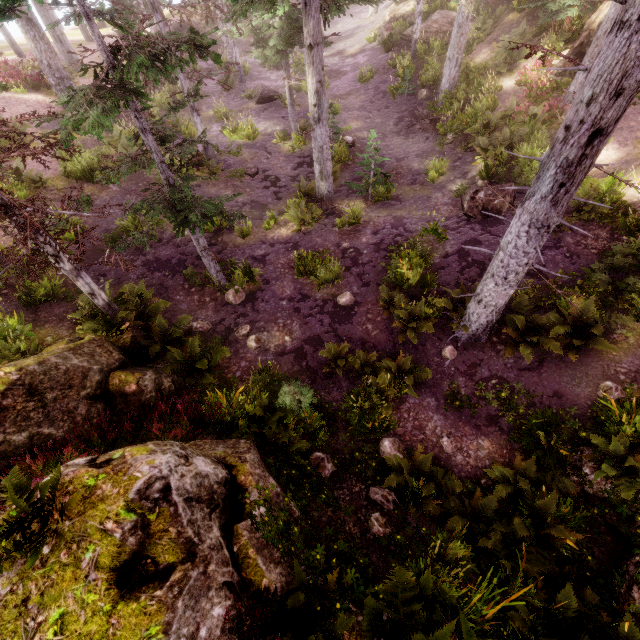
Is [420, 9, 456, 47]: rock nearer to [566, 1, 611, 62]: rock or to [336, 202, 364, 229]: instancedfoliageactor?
[336, 202, 364, 229]: instancedfoliageactor

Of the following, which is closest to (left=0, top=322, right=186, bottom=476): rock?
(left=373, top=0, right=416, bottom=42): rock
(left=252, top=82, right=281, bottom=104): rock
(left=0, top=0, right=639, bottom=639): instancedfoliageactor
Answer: (left=0, top=0, right=639, bottom=639): instancedfoliageactor

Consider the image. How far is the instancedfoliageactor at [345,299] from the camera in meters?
11.5 m

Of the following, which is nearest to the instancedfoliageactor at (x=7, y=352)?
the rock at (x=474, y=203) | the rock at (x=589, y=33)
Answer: the rock at (x=589, y=33)

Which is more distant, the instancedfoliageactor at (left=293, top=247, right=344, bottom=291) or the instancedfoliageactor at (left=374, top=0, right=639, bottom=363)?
the instancedfoliageactor at (left=293, top=247, right=344, bottom=291)

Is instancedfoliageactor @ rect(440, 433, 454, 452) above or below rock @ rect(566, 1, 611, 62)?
below

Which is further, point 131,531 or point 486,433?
point 486,433

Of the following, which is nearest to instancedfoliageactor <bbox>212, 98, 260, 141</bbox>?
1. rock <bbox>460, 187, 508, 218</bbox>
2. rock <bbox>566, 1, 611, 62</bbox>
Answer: rock <bbox>566, 1, 611, 62</bbox>
